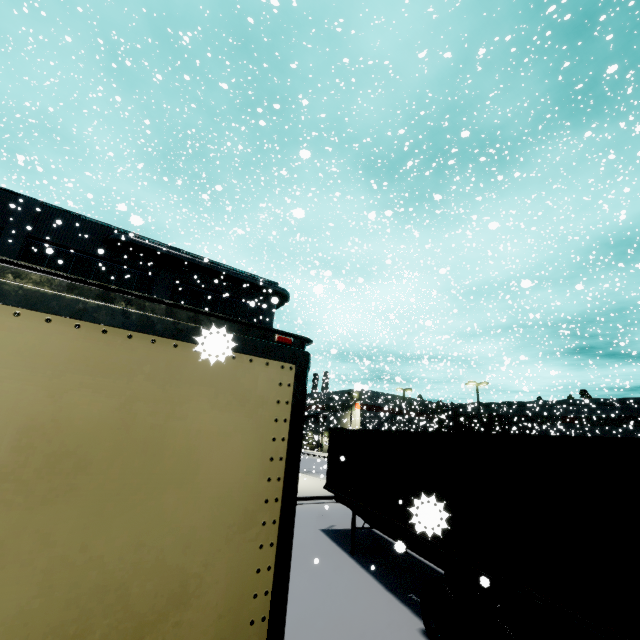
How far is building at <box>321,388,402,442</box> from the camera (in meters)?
43.05

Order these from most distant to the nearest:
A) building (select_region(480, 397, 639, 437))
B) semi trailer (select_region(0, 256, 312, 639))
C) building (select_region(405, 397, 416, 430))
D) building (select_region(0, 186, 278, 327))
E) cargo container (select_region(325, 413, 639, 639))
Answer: building (select_region(480, 397, 639, 437)) → building (select_region(405, 397, 416, 430)) → building (select_region(0, 186, 278, 327)) → cargo container (select_region(325, 413, 639, 639)) → semi trailer (select_region(0, 256, 312, 639))

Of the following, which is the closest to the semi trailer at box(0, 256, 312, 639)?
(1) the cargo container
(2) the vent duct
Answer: (1) the cargo container

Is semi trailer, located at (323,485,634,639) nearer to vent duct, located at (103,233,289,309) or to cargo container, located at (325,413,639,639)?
cargo container, located at (325,413,639,639)

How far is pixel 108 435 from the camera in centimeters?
162cm

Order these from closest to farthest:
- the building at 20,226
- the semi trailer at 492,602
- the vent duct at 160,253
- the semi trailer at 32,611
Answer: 1. the semi trailer at 32,611
2. the semi trailer at 492,602
3. the building at 20,226
4. the vent duct at 160,253

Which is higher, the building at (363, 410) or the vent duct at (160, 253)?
the vent duct at (160, 253)

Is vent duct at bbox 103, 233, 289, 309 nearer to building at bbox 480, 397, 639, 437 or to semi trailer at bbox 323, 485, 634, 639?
building at bbox 480, 397, 639, 437
